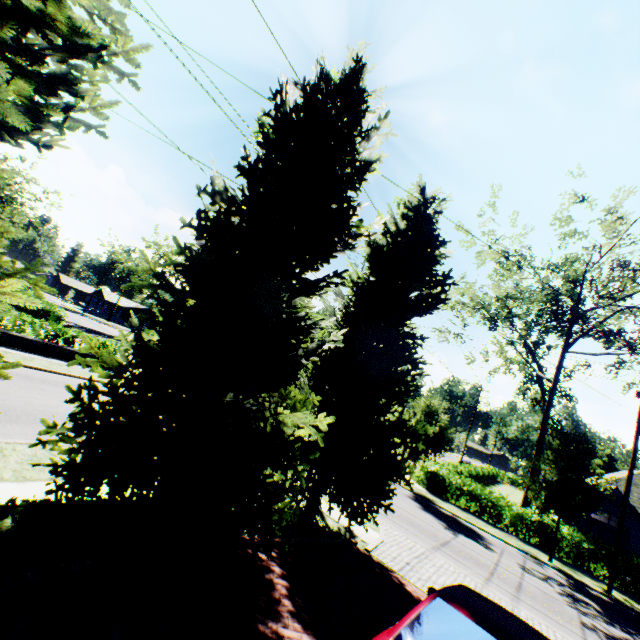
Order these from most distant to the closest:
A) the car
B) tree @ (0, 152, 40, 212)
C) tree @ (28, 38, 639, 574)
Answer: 1. tree @ (28, 38, 639, 574)
2. tree @ (0, 152, 40, 212)
3. the car

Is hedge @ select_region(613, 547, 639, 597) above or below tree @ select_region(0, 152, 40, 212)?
below

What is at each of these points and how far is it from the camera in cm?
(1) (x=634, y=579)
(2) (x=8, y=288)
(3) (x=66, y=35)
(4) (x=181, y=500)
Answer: (1) hedge, 1700
(2) tree, 311
(3) tree, 315
(4) tree, 538

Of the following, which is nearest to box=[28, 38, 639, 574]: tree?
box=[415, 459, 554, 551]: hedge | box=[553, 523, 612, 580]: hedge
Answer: box=[415, 459, 554, 551]: hedge

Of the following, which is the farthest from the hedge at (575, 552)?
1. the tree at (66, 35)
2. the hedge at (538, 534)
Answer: the hedge at (538, 534)

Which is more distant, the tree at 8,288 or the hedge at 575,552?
the hedge at 575,552

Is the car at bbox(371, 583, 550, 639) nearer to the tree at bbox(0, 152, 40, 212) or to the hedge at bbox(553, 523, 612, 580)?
the tree at bbox(0, 152, 40, 212)

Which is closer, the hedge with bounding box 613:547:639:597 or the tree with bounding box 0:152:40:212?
the tree with bounding box 0:152:40:212
